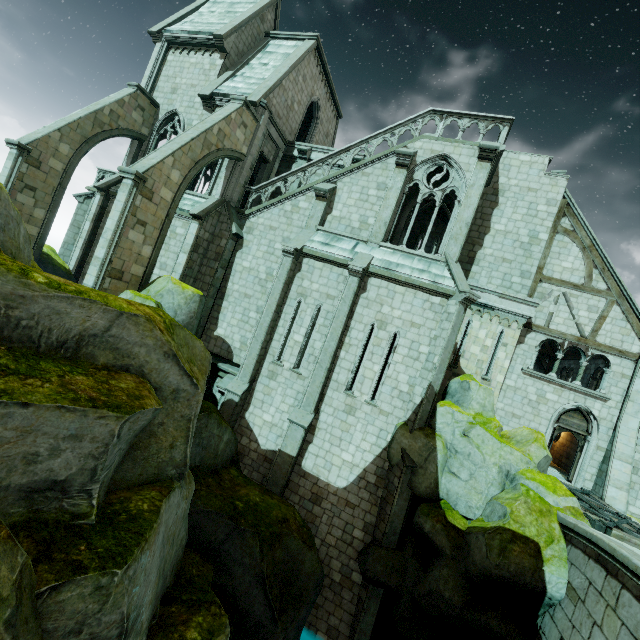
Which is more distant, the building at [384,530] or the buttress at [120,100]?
the buttress at [120,100]

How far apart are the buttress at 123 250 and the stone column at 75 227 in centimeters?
969cm

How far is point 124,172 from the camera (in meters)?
11.62

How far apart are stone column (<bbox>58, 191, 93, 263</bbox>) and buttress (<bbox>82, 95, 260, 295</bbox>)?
9.7m

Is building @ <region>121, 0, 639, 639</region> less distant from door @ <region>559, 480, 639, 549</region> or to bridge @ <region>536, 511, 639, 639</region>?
door @ <region>559, 480, 639, 549</region>

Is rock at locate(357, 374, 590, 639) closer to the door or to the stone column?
the door

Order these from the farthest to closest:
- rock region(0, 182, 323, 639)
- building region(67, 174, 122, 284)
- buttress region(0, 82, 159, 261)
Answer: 1. building region(67, 174, 122, 284)
2. buttress region(0, 82, 159, 261)
3. rock region(0, 182, 323, 639)

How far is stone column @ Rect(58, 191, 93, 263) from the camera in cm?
1945
